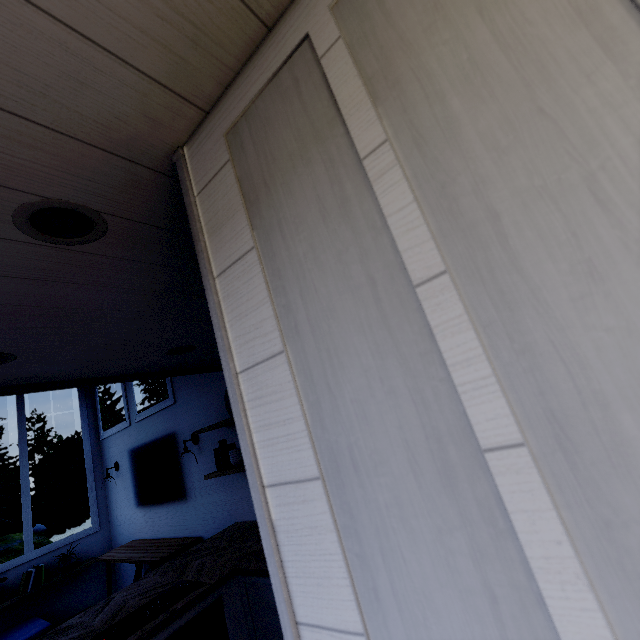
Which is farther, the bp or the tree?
the bp

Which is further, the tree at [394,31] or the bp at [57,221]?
the bp at [57,221]

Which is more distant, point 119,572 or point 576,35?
point 119,572

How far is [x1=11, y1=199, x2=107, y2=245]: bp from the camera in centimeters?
84cm

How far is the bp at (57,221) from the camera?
0.8 meters
